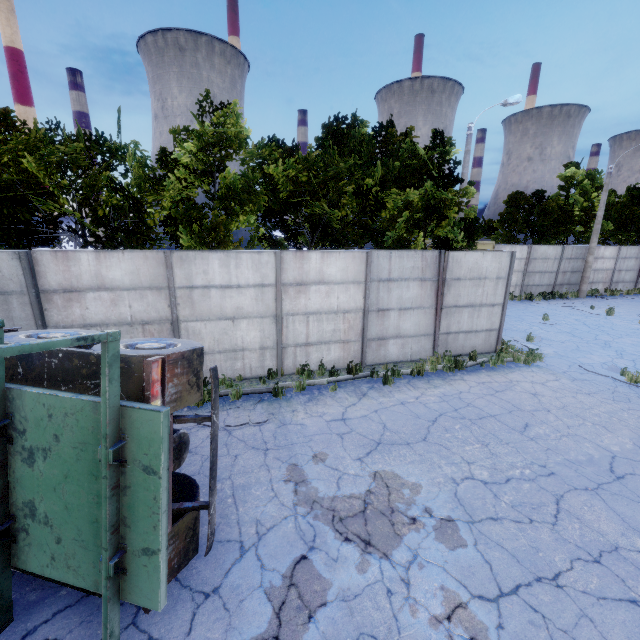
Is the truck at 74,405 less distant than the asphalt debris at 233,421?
Yes

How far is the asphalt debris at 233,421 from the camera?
7.1m

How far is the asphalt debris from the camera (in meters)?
7.11

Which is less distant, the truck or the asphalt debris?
the truck

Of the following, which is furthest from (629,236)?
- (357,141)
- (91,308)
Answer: (91,308)

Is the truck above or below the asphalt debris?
above
